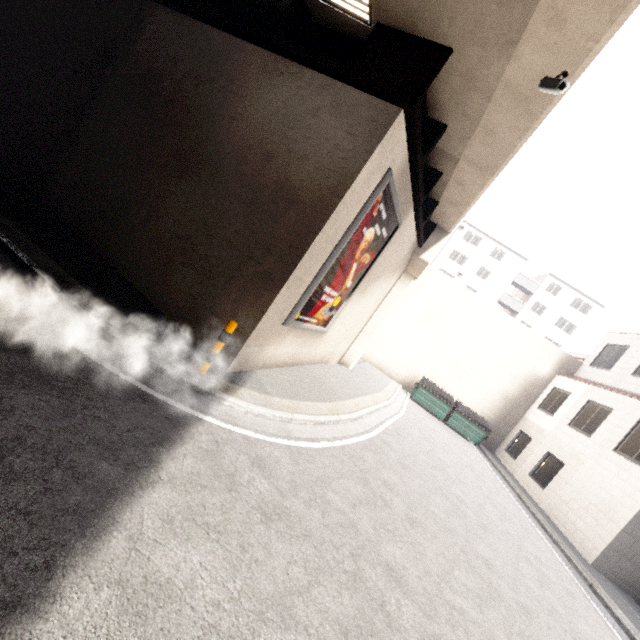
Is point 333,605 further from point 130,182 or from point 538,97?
point 130,182

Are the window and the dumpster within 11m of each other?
no

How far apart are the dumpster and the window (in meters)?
14.95

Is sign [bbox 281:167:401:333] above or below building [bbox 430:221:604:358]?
below

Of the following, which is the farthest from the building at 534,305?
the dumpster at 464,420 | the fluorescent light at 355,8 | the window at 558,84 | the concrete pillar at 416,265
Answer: the dumpster at 464,420

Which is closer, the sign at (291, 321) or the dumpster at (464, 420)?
the sign at (291, 321)

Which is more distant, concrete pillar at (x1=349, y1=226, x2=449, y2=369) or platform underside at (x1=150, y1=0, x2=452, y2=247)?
concrete pillar at (x1=349, y1=226, x2=449, y2=369)

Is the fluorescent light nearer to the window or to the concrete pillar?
the window
